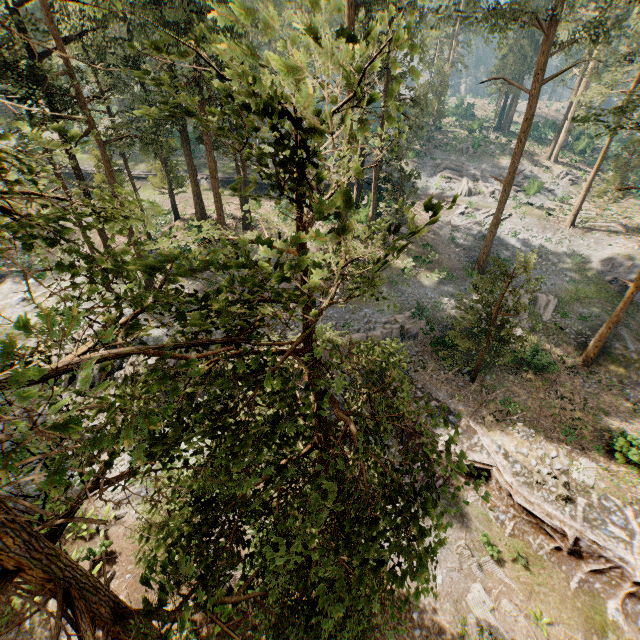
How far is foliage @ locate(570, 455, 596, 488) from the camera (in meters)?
16.69

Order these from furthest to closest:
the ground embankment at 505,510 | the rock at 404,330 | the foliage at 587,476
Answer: the rock at 404,330 → the foliage at 587,476 → the ground embankment at 505,510

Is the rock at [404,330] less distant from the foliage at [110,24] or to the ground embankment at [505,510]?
the ground embankment at [505,510]

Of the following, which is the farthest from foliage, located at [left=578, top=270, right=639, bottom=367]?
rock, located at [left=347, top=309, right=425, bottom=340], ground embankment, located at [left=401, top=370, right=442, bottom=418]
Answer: rock, located at [left=347, top=309, right=425, bottom=340]

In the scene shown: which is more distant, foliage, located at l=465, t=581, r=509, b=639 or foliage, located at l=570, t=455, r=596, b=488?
foliage, located at l=570, t=455, r=596, b=488

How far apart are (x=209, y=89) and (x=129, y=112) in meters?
8.3

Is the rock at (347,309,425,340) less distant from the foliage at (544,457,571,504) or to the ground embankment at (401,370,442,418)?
the ground embankment at (401,370,442,418)

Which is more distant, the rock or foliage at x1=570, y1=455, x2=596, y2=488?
the rock
